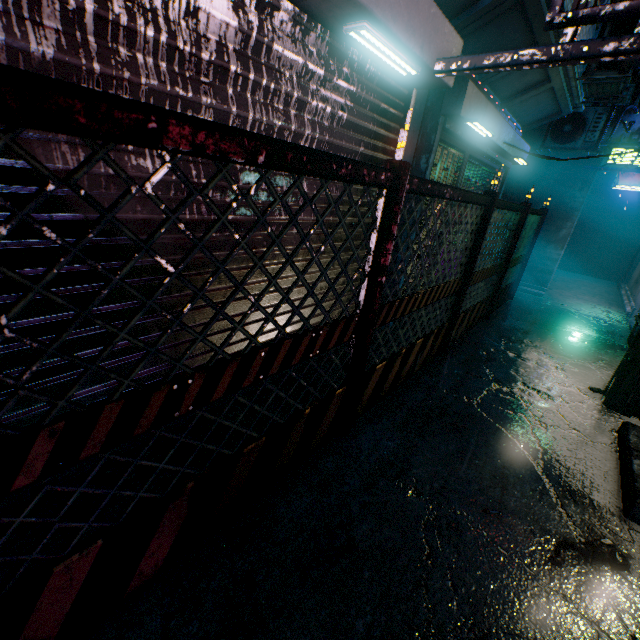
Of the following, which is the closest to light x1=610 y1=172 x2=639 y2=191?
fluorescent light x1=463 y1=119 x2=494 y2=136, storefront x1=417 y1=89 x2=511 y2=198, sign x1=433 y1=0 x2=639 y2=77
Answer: storefront x1=417 y1=89 x2=511 y2=198

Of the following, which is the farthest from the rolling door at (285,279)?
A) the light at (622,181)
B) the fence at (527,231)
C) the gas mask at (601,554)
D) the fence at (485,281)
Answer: the light at (622,181)

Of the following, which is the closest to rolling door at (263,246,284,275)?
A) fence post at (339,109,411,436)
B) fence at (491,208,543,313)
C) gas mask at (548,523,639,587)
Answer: fence post at (339,109,411,436)

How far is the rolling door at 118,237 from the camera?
1.38m

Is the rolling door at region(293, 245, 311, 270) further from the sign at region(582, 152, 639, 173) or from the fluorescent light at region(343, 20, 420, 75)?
the sign at region(582, 152, 639, 173)

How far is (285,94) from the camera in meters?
1.8 m

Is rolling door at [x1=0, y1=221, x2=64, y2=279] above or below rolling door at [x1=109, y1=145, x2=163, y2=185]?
below

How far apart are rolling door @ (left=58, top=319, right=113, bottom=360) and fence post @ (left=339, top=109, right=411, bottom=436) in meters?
0.5 m
